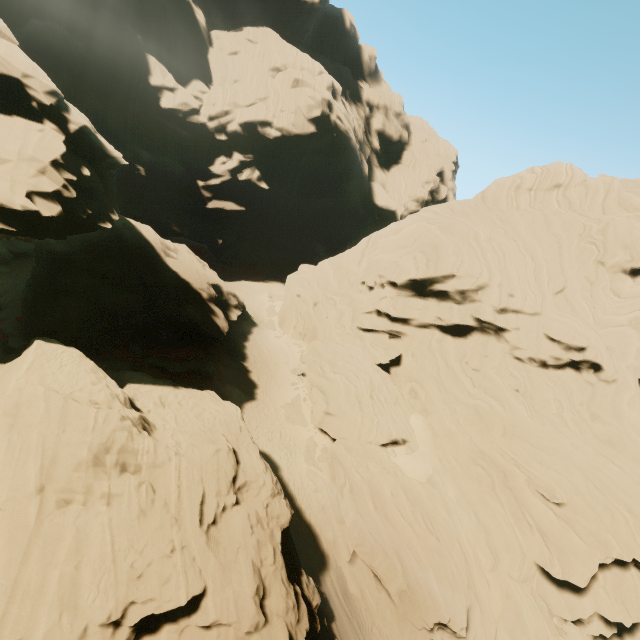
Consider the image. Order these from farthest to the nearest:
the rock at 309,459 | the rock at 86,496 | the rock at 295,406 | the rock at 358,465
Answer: the rock at 295,406
the rock at 309,459
the rock at 358,465
the rock at 86,496

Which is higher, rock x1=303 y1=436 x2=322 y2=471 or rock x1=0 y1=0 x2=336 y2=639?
rock x1=0 y1=0 x2=336 y2=639

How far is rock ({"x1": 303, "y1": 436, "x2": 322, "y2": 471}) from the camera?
27.67m

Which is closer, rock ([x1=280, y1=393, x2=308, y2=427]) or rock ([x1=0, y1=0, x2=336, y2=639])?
rock ([x1=0, y1=0, x2=336, y2=639])

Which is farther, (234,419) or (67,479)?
(234,419)

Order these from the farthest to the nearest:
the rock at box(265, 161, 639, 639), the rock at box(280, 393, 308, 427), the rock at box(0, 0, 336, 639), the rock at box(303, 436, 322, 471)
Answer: the rock at box(280, 393, 308, 427) → the rock at box(303, 436, 322, 471) → the rock at box(265, 161, 639, 639) → the rock at box(0, 0, 336, 639)

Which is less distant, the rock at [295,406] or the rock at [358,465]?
the rock at [358,465]
